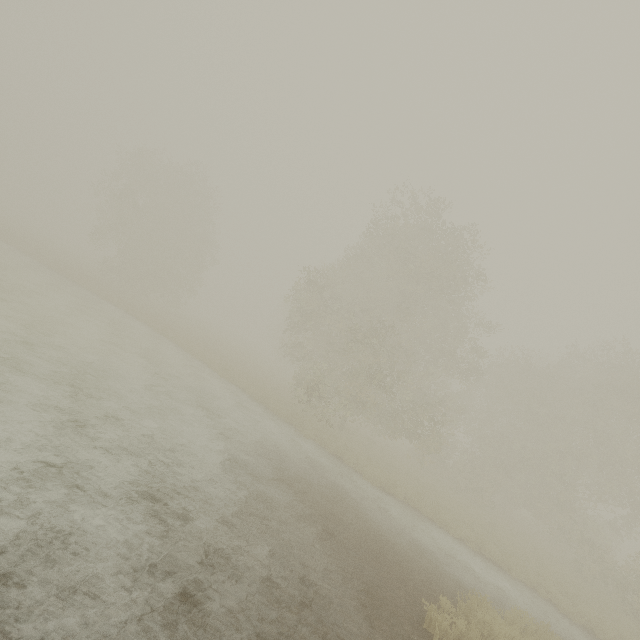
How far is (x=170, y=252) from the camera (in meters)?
36.12
